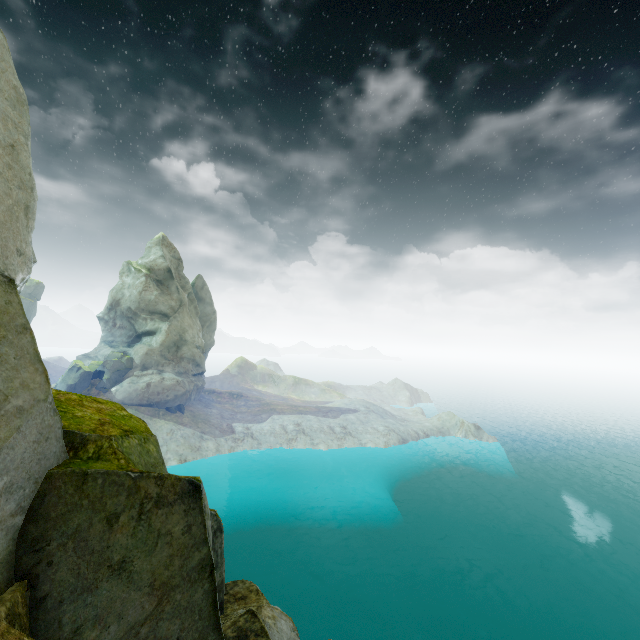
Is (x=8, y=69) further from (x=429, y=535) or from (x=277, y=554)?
(x=429, y=535)
